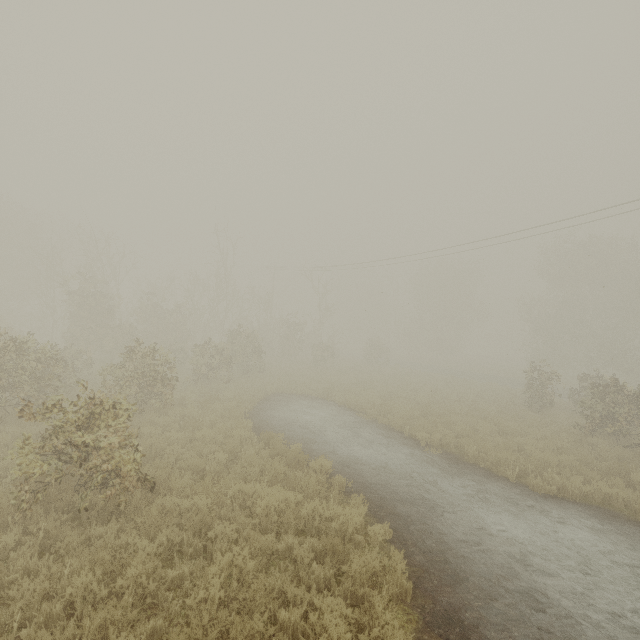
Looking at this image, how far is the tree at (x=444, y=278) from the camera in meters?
46.5 m

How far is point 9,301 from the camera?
31.86m

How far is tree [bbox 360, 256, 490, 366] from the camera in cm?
4653

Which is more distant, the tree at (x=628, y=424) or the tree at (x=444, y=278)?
the tree at (x=444, y=278)

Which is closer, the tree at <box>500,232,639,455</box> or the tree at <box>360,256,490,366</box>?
the tree at <box>500,232,639,455</box>
